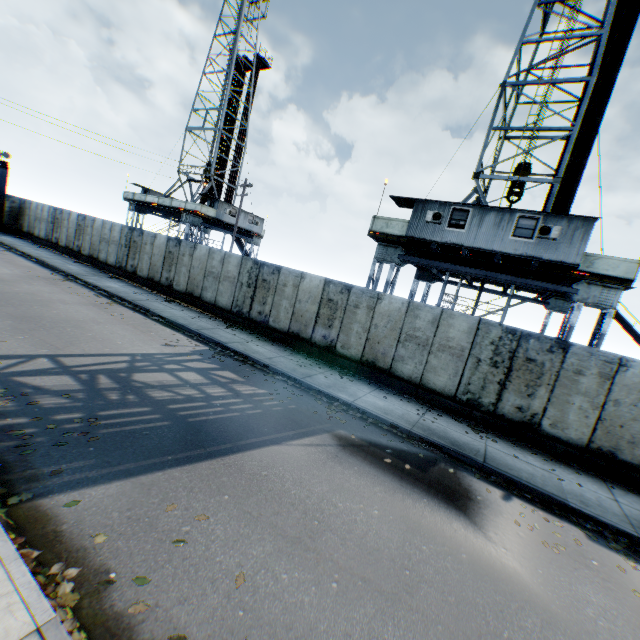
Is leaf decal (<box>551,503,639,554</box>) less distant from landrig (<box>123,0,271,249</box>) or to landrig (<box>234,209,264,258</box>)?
landrig (<box>234,209,264,258</box>)

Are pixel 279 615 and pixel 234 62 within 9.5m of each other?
no

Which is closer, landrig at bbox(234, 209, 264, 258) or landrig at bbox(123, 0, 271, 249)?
landrig at bbox(123, 0, 271, 249)

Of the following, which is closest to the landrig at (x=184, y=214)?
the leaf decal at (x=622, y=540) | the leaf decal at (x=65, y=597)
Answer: the leaf decal at (x=65, y=597)

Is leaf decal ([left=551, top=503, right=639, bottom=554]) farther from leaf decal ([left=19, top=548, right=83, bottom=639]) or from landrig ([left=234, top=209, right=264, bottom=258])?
landrig ([left=234, top=209, right=264, bottom=258])

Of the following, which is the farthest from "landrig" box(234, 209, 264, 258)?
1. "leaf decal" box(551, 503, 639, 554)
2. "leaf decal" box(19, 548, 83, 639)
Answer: "leaf decal" box(551, 503, 639, 554)

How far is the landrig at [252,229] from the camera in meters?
34.9 m

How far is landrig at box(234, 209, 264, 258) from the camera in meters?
34.9
